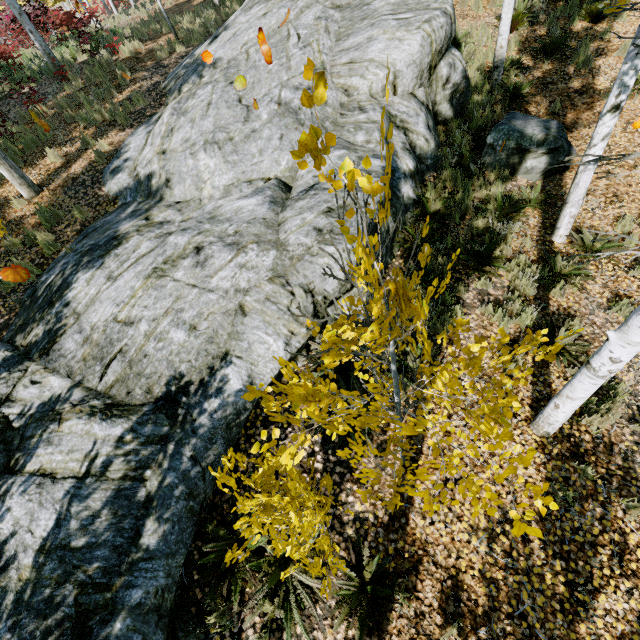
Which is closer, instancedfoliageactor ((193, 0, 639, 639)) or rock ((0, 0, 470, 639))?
instancedfoliageactor ((193, 0, 639, 639))

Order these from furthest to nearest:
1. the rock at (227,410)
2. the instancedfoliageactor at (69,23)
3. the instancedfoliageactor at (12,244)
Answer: the instancedfoliageactor at (69,23), the instancedfoliageactor at (12,244), the rock at (227,410)

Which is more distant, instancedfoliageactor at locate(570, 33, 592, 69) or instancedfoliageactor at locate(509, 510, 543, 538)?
instancedfoliageactor at locate(570, 33, 592, 69)

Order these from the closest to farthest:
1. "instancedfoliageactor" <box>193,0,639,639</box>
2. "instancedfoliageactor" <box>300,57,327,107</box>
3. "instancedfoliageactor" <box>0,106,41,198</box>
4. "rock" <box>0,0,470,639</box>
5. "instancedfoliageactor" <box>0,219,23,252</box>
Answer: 1. "instancedfoliageactor" <box>300,57,327,107</box>
2. "instancedfoliageactor" <box>193,0,639,639</box>
3. "rock" <box>0,0,470,639</box>
4. "instancedfoliageactor" <box>0,219,23,252</box>
5. "instancedfoliageactor" <box>0,106,41,198</box>

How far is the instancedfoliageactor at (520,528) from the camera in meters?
1.4 m

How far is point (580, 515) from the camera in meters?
3.9 m

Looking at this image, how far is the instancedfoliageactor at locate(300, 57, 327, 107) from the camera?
1.03m
